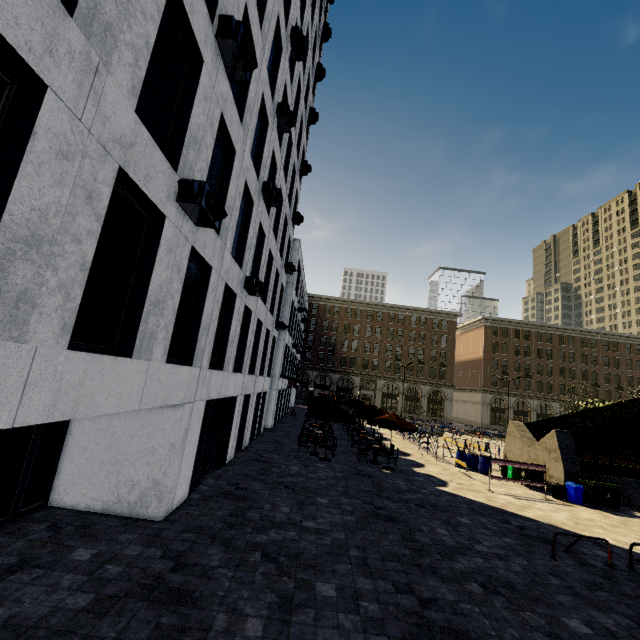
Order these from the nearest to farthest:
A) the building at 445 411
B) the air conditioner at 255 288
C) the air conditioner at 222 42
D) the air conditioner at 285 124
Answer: the air conditioner at 222 42
the air conditioner at 255 288
the air conditioner at 285 124
the building at 445 411

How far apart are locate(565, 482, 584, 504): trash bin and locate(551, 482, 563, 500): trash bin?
0.14m

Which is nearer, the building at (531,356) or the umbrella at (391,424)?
the umbrella at (391,424)

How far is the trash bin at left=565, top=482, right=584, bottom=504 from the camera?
15.22m

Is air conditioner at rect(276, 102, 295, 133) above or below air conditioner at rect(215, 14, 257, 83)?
above

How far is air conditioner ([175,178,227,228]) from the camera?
6.1m

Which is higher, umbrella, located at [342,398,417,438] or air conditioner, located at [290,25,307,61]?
air conditioner, located at [290,25,307,61]

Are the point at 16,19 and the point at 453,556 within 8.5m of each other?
no
